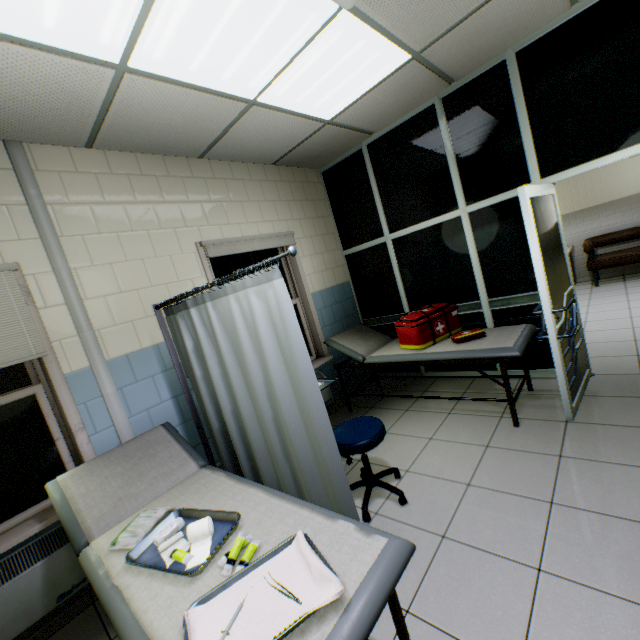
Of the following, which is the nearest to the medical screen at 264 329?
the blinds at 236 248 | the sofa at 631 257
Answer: the blinds at 236 248

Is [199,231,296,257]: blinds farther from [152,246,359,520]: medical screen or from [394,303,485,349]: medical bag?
[394,303,485,349]: medical bag

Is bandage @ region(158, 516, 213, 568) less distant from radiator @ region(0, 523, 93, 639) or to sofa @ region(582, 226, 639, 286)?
radiator @ region(0, 523, 93, 639)

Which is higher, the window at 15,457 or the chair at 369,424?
the window at 15,457

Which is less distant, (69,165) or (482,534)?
(482,534)

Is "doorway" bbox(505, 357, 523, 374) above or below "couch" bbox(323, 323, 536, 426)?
below

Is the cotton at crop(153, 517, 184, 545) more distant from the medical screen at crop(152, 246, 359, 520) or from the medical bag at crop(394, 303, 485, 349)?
the medical bag at crop(394, 303, 485, 349)

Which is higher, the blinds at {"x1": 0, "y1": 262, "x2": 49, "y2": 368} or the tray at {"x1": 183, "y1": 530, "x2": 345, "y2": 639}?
the blinds at {"x1": 0, "y1": 262, "x2": 49, "y2": 368}
